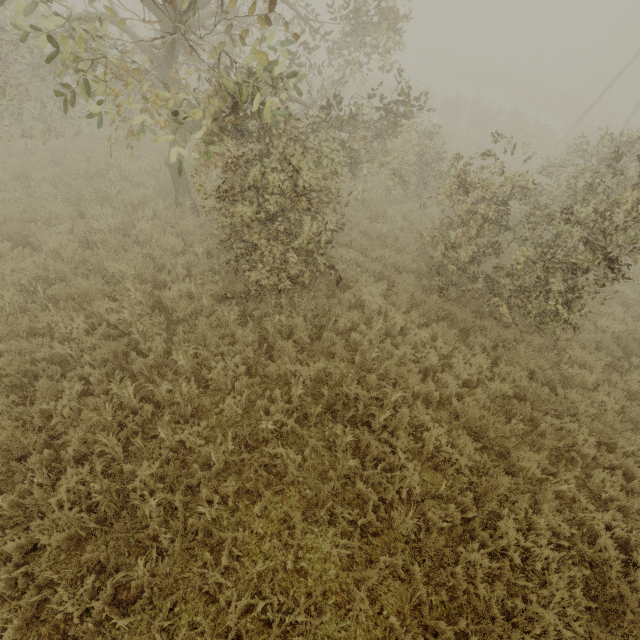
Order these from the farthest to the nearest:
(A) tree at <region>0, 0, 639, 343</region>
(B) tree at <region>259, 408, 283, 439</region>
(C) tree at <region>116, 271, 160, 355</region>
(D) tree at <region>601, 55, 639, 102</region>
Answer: (D) tree at <region>601, 55, 639, 102</region> < (C) tree at <region>116, 271, 160, 355</region> < (B) tree at <region>259, 408, 283, 439</region> < (A) tree at <region>0, 0, 639, 343</region>

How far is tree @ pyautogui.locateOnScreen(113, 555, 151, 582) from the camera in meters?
3.4 m

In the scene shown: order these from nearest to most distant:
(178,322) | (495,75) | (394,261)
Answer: (178,322)
(394,261)
(495,75)

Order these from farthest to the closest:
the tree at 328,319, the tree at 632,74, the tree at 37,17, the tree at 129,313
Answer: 1. the tree at 632,74
2. the tree at 328,319
3. the tree at 129,313
4. the tree at 37,17

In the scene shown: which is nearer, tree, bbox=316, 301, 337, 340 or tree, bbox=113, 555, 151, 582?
tree, bbox=113, 555, 151, 582

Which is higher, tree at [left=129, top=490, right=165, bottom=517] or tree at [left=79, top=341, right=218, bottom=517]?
tree at [left=129, top=490, right=165, bottom=517]

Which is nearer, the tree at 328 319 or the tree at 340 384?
the tree at 340 384
